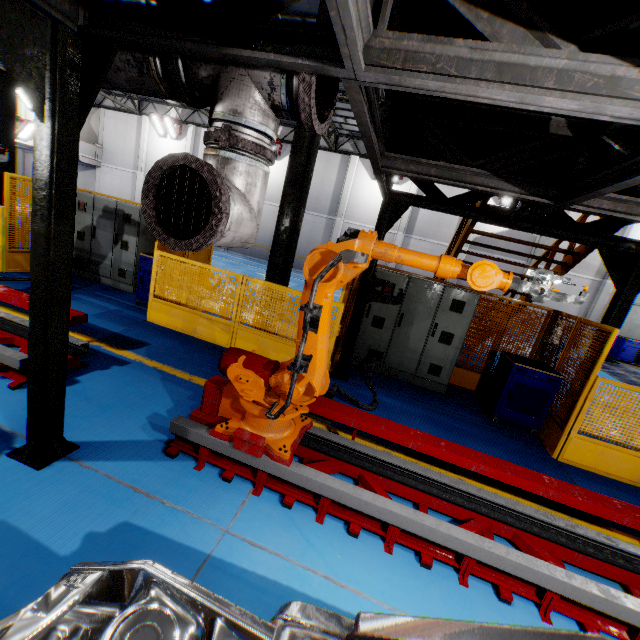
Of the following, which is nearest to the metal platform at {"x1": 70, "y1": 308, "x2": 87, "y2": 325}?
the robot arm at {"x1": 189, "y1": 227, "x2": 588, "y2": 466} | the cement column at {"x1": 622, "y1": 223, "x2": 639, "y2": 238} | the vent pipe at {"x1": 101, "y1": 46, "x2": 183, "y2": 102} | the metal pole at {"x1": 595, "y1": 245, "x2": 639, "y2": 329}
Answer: the robot arm at {"x1": 189, "y1": 227, "x2": 588, "y2": 466}

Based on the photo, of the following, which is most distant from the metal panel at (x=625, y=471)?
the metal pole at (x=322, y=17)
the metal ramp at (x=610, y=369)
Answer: the metal ramp at (x=610, y=369)

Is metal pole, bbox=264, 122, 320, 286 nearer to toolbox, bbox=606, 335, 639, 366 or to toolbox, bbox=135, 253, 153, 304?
toolbox, bbox=135, 253, 153, 304

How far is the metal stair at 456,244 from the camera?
6.16m

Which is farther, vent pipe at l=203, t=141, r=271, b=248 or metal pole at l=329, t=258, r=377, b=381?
metal pole at l=329, t=258, r=377, b=381

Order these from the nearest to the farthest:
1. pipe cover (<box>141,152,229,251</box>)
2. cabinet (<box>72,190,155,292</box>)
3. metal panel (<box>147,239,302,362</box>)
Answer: pipe cover (<box>141,152,229,251</box>) < metal panel (<box>147,239,302,362</box>) < cabinet (<box>72,190,155,292</box>)

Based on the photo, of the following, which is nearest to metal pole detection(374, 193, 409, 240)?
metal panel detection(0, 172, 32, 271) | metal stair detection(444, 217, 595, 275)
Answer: metal panel detection(0, 172, 32, 271)

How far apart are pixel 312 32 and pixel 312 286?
1.55m
